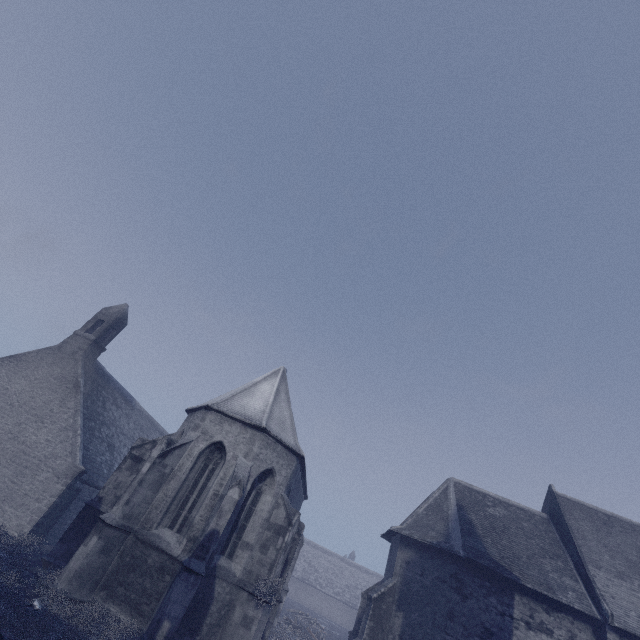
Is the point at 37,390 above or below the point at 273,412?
below
